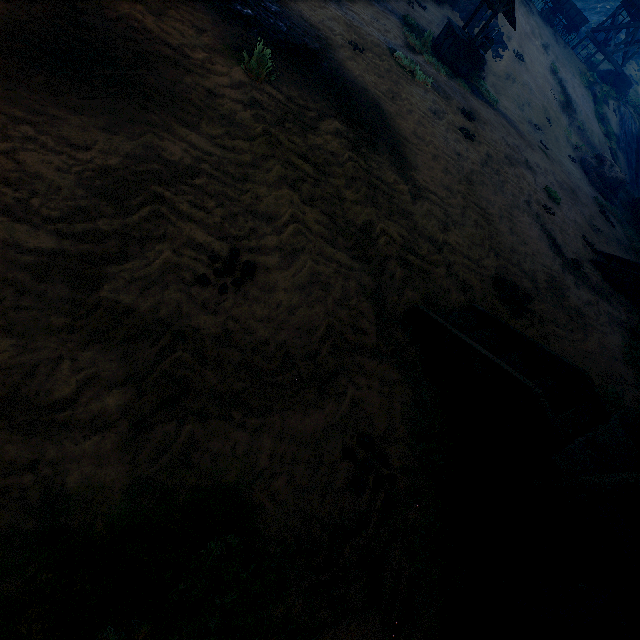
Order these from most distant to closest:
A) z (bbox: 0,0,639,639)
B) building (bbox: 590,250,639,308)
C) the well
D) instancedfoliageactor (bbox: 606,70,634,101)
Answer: instancedfoliageactor (bbox: 606,70,634,101), the well, building (bbox: 590,250,639,308), z (bbox: 0,0,639,639)

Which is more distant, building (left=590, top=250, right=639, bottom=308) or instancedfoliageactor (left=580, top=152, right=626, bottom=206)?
instancedfoliageactor (left=580, top=152, right=626, bottom=206)

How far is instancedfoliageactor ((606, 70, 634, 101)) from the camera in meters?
24.0 m

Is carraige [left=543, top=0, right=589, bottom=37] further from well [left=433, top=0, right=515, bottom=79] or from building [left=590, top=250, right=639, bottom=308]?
well [left=433, top=0, right=515, bottom=79]

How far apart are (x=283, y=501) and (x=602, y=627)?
2.3 meters

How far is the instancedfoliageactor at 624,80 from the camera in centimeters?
2403cm

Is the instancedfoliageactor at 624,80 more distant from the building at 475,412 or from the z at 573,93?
the building at 475,412
